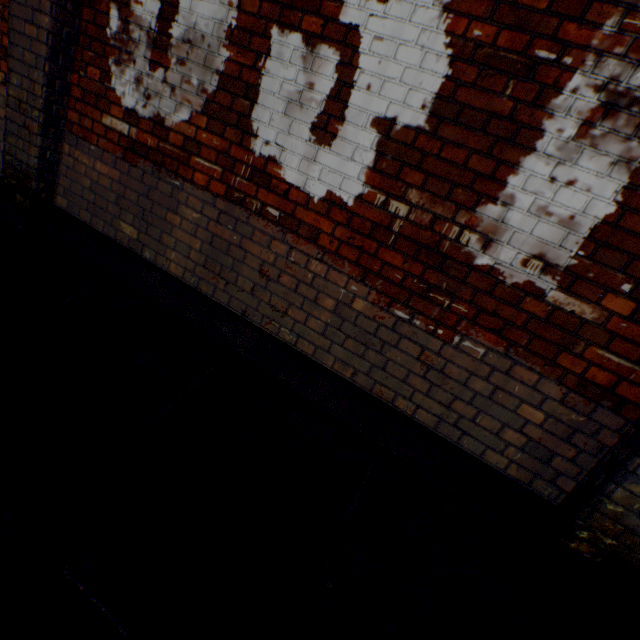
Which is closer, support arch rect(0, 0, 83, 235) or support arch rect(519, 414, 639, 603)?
support arch rect(519, 414, 639, 603)

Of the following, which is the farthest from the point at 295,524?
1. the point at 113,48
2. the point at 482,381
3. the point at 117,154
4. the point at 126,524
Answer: the point at 113,48

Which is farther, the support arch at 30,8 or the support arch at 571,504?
the support arch at 30,8
